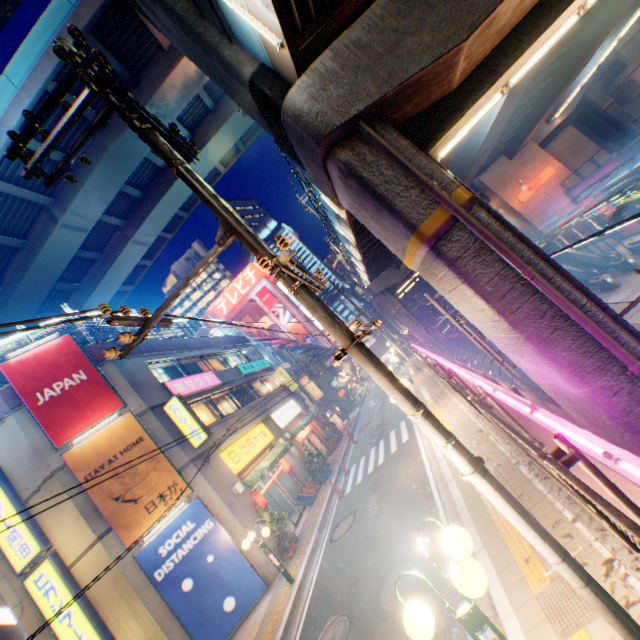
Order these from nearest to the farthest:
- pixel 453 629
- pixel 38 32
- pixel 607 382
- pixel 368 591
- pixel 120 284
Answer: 1. pixel 453 629
2. pixel 607 382
3. pixel 368 591
4. pixel 38 32
5. pixel 120 284

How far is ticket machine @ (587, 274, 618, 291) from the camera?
25.00m

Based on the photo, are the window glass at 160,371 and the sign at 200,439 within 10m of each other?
yes

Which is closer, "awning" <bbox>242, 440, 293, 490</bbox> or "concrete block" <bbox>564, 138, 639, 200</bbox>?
"awning" <bbox>242, 440, 293, 490</bbox>

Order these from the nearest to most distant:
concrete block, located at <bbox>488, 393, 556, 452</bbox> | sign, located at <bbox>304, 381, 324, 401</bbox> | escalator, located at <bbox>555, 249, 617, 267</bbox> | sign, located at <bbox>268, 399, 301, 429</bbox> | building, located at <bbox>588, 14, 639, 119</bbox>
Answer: concrete block, located at <bbox>488, 393, 556, 452</bbox> → sign, located at <bbox>268, 399, 301, 429</bbox> → escalator, located at <bbox>555, 249, 617, 267</bbox> → sign, located at <bbox>304, 381, 324, 401</bbox> → building, located at <bbox>588, 14, 639, 119</bbox>

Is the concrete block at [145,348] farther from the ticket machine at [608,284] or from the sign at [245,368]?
the ticket machine at [608,284]

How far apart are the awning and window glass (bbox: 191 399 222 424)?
3.2 meters

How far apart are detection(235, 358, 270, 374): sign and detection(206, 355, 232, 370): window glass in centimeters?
59cm
